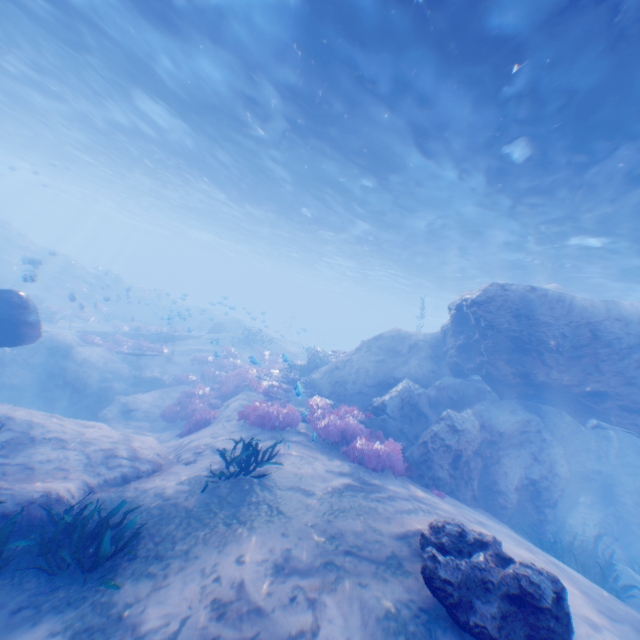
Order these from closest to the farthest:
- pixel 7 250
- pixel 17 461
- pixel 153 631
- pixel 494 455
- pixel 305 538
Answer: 1. pixel 153 631
2. pixel 305 538
3. pixel 17 461
4. pixel 494 455
5. pixel 7 250

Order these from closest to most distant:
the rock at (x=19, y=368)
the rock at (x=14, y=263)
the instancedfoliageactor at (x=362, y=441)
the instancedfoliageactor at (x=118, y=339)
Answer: the rock at (x=19, y=368) → the instancedfoliageactor at (x=362, y=441) → the instancedfoliageactor at (x=118, y=339) → the rock at (x=14, y=263)

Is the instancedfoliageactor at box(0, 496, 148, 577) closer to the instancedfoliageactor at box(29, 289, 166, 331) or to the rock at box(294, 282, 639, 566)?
the rock at box(294, 282, 639, 566)

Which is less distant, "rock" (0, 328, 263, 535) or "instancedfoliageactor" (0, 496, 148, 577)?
"instancedfoliageactor" (0, 496, 148, 577)

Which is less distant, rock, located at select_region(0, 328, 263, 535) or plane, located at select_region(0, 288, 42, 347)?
rock, located at select_region(0, 328, 263, 535)

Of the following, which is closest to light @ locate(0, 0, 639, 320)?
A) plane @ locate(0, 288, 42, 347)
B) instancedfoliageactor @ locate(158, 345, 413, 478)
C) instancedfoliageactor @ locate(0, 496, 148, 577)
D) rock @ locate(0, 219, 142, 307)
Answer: rock @ locate(0, 219, 142, 307)

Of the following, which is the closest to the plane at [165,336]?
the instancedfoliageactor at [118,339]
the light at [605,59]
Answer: the instancedfoliageactor at [118,339]

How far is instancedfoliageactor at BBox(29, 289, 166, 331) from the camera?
21.6 meters
